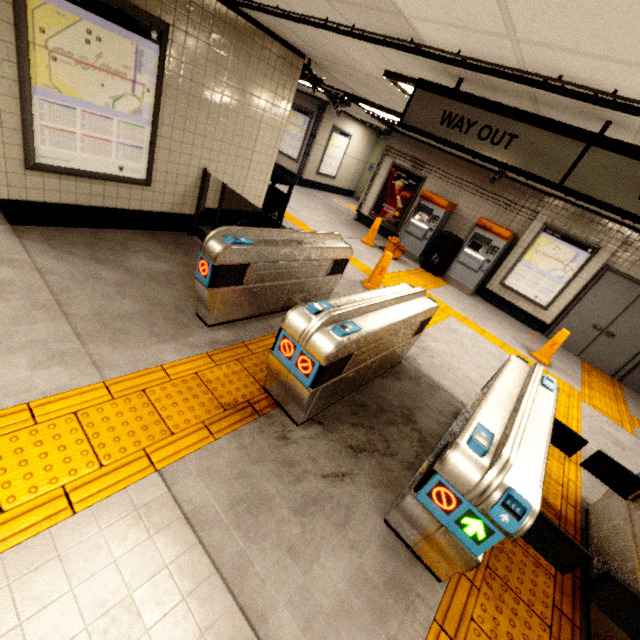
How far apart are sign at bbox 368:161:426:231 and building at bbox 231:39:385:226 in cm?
583

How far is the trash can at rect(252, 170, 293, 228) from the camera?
6.00m

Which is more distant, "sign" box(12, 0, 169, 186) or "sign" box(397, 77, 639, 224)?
"sign" box(12, 0, 169, 186)

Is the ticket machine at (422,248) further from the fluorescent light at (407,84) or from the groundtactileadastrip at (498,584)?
the fluorescent light at (407,84)

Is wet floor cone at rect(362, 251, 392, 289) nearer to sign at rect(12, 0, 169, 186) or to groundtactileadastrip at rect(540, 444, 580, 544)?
groundtactileadastrip at rect(540, 444, 580, 544)

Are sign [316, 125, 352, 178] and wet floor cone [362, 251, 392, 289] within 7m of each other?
no

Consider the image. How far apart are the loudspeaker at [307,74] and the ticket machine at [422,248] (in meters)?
4.67

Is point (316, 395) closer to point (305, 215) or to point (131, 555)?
point (131, 555)
